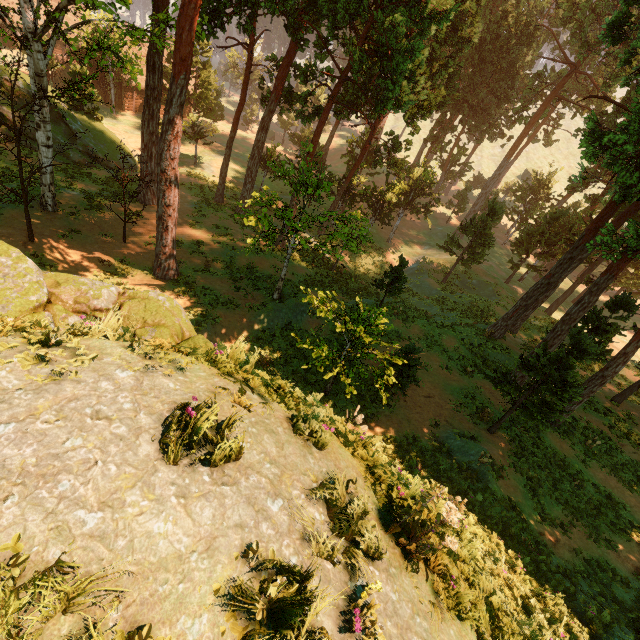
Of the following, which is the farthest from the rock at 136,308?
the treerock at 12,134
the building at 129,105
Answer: the building at 129,105

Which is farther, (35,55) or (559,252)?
(559,252)

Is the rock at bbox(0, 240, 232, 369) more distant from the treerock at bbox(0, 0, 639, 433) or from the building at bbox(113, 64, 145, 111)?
the building at bbox(113, 64, 145, 111)

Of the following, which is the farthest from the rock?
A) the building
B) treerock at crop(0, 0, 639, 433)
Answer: the building

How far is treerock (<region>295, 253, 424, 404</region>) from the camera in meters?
11.4 m
